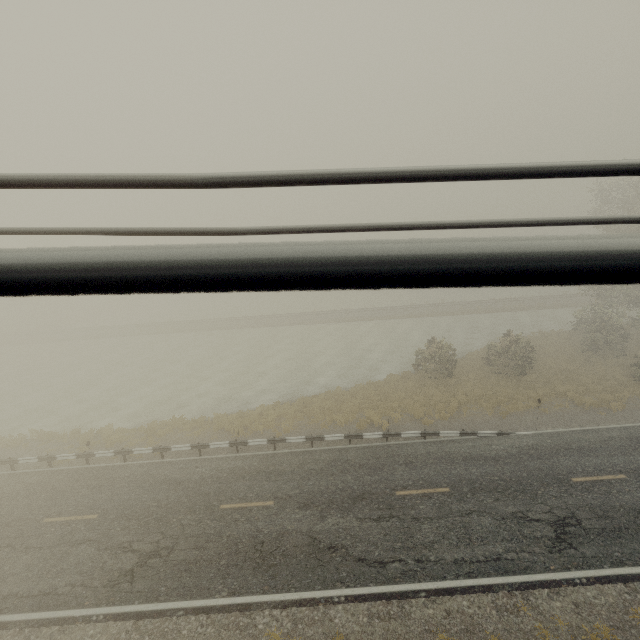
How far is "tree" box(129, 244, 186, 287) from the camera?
0.5 meters

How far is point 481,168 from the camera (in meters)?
1.62

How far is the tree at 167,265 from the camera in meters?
0.5 m
